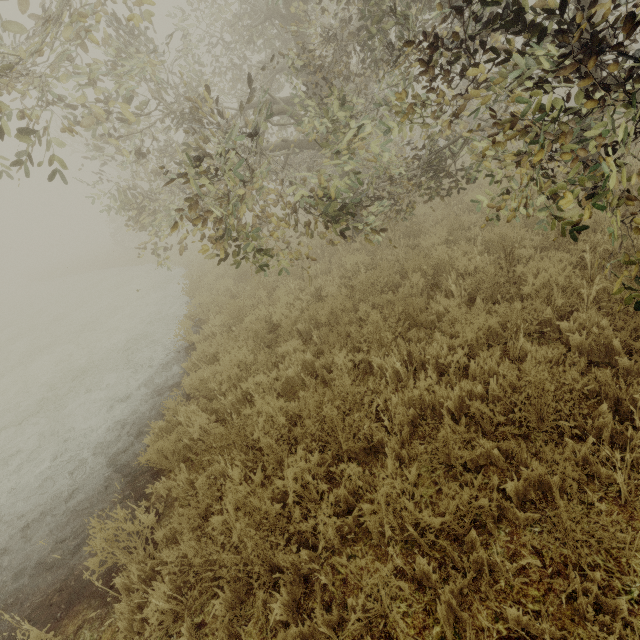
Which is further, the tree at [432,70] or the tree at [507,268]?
the tree at [507,268]

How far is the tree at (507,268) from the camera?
4.72m

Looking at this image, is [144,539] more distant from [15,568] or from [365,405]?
[365,405]

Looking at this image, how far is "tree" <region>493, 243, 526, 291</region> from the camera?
4.72m

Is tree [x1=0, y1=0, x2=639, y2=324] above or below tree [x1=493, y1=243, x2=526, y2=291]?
above

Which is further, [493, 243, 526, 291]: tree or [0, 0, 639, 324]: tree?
[493, 243, 526, 291]: tree
